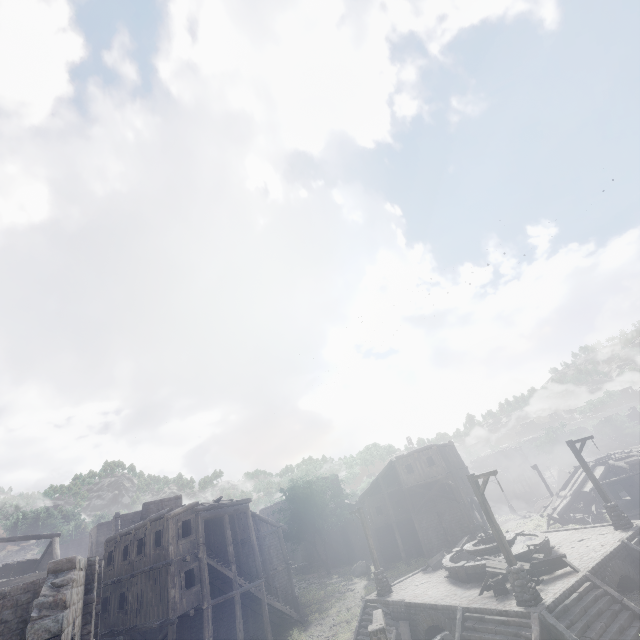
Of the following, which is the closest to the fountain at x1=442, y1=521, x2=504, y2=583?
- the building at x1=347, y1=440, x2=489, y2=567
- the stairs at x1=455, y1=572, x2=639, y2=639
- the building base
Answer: the building base

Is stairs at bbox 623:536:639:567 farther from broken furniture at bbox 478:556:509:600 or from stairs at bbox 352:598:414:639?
stairs at bbox 352:598:414:639

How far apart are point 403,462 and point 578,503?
18.1m

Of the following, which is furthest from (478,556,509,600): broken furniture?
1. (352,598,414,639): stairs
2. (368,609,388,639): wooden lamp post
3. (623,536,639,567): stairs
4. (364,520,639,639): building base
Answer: (368,609,388,639): wooden lamp post

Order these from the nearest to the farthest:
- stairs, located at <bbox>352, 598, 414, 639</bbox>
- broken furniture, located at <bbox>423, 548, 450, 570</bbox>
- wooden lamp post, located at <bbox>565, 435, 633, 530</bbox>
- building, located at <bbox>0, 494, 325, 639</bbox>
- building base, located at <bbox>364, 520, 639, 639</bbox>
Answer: building, located at <bbox>0, 494, 325, 639</bbox>
building base, located at <bbox>364, 520, 639, 639</bbox>
stairs, located at <bbox>352, 598, 414, 639</bbox>
wooden lamp post, located at <bbox>565, 435, 633, 530</bbox>
broken furniture, located at <bbox>423, 548, 450, 570</bbox>

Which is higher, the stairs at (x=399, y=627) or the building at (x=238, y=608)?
the building at (x=238, y=608)

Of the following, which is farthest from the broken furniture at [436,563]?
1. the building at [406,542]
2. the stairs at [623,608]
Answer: the building at [406,542]

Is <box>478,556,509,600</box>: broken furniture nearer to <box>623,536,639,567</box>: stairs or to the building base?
the building base
